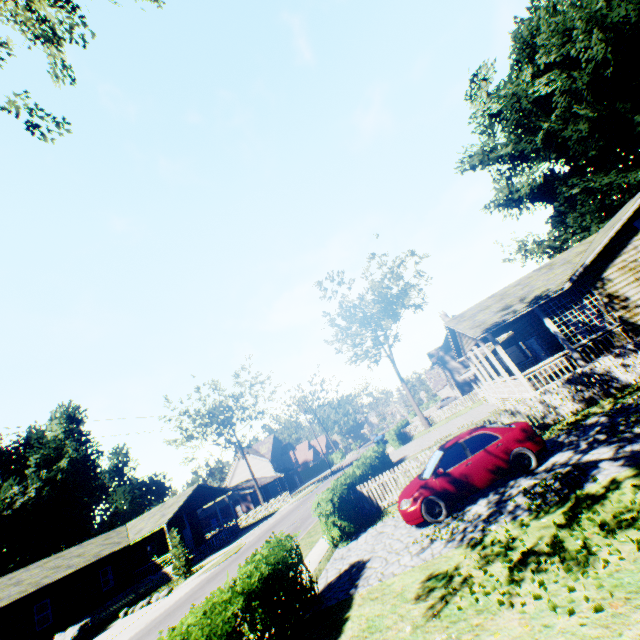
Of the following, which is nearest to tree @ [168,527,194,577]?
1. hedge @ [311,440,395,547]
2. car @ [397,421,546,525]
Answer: hedge @ [311,440,395,547]

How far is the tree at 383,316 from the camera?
36.8 meters

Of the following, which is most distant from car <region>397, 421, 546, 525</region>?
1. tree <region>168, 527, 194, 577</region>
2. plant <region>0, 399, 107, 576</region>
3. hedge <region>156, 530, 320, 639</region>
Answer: plant <region>0, 399, 107, 576</region>

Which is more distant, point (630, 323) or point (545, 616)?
point (630, 323)

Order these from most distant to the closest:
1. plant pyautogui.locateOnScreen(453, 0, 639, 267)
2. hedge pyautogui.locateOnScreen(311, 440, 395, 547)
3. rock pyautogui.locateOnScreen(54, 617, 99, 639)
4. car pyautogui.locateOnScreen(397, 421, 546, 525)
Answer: plant pyautogui.locateOnScreen(453, 0, 639, 267), rock pyautogui.locateOnScreen(54, 617, 99, 639), hedge pyautogui.locateOnScreen(311, 440, 395, 547), car pyautogui.locateOnScreen(397, 421, 546, 525)

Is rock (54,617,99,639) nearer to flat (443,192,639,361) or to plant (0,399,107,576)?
plant (0,399,107,576)

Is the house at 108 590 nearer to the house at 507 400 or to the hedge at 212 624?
the hedge at 212 624

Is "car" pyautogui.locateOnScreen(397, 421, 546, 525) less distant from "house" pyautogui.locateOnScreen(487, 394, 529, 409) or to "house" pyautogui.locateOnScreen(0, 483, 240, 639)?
"house" pyautogui.locateOnScreen(487, 394, 529, 409)
